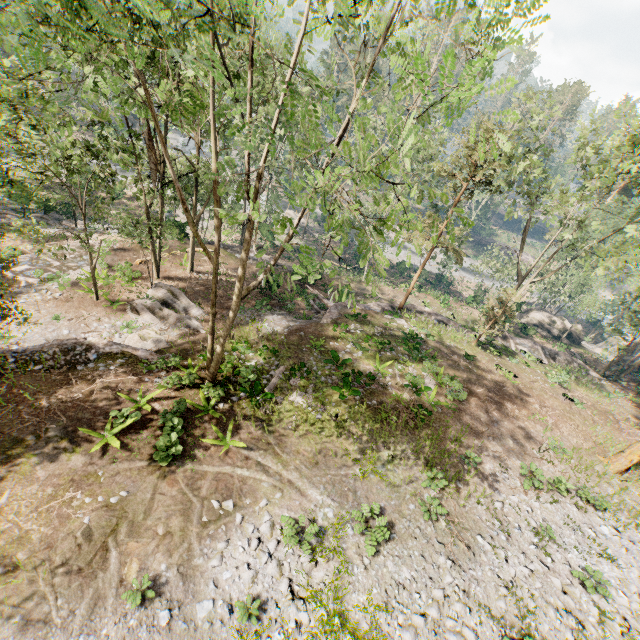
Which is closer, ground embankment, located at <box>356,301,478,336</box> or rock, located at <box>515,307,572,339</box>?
ground embankment, located at <box>356,301,478,336</box>

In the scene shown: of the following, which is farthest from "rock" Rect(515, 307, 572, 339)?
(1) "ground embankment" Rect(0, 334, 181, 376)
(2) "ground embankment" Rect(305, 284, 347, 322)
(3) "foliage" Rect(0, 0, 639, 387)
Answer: (1) "ground embankment" Rect(0, 334, 181, 376)

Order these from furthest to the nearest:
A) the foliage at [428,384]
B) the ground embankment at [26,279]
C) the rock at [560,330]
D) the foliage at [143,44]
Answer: the rock at [560,330]
the ground embankment at [26,279]
the foliage at [428,384]
the foliage at [143,44]

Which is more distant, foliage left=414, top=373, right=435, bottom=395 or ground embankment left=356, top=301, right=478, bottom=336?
ground embankment left=356, top=301, right=478, bottom=336

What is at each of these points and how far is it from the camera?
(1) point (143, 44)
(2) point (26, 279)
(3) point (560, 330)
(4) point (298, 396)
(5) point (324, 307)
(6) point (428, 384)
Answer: (1) foliage, 5.9 meters
(2) ground embankment, 20.6 meters
(3) rock, 41.8 meters
(4) foliage, 16.1 meters
(5) ground embankment, 27.2 meters
(6) foliage, 19.2 meters

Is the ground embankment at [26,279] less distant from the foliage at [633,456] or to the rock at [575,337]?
the foliage at [633,456]

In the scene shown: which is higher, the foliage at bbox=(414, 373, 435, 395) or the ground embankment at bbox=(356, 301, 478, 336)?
the foliage at bbox=(414, 373, 435, 395)

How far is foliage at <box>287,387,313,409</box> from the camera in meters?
15.5
